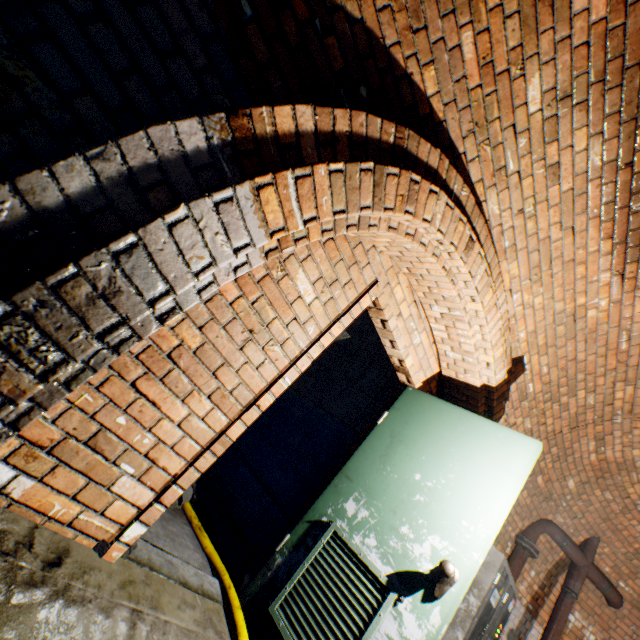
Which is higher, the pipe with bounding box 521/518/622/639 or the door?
the pipe with bounding box 521/518/622/639

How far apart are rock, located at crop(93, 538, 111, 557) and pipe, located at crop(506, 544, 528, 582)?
4.7m

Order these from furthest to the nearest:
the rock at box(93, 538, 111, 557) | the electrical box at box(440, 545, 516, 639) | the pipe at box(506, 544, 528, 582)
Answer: the pipe at box(506, 544, 528, 582) < the electrical box at box(440, 545, 516, 639) < the rock at box(93, 538, 111, 557)

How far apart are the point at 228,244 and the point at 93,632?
1.5m

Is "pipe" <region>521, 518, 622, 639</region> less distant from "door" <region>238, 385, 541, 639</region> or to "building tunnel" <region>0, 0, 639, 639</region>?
"building tunnel" <region>0, 0, 639, 639</region>

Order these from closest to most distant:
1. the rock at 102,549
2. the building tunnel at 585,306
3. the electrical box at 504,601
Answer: the building tunnel at 585,306 < the rock at 102,549 < the electrical box at 504,601

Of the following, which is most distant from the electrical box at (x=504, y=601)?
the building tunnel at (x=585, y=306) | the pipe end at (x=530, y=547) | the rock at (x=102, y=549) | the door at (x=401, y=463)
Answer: the rock at (x=102, y=549)

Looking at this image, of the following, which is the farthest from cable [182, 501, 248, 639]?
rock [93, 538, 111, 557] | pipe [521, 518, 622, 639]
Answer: pipe [521, 518, 622, 639]
